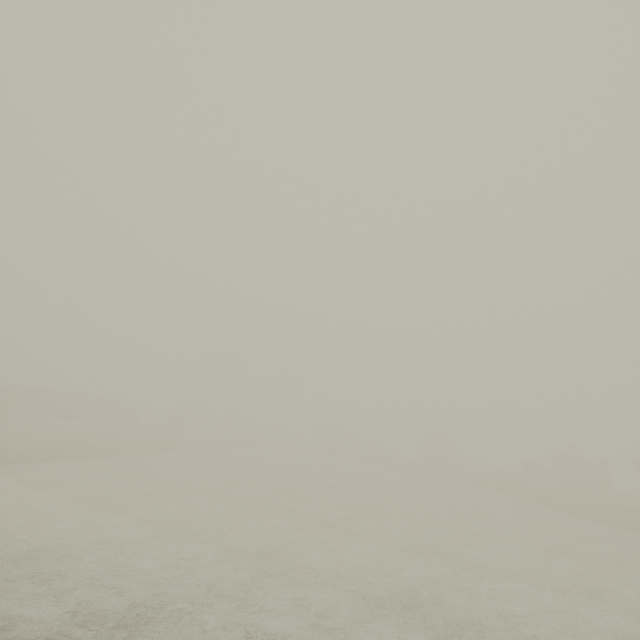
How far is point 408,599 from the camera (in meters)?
10.01

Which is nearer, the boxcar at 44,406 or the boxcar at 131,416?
the boxcar at 44,406

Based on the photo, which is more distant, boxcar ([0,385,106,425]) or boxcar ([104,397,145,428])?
boxcar ([104,397,145,428])

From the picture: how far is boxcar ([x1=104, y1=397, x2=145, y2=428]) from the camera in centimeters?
5172cm

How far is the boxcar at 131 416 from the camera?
51.7 meters
